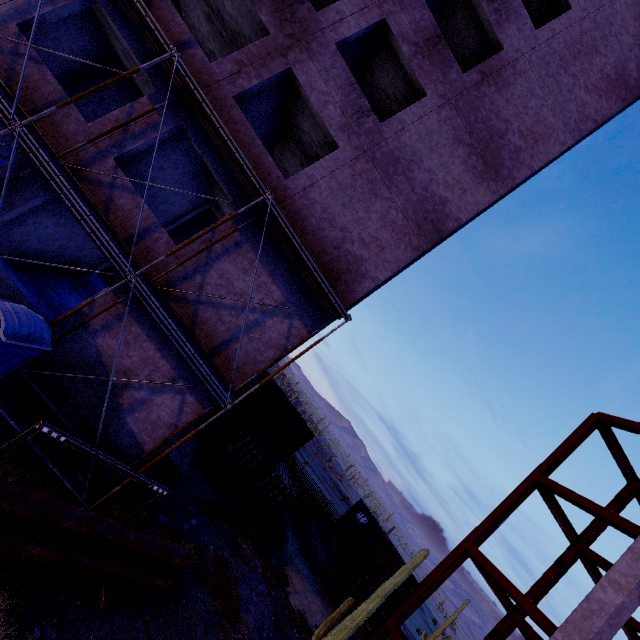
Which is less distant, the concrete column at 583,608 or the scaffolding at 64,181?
the scaffolding at 64,181

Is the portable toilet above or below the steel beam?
below

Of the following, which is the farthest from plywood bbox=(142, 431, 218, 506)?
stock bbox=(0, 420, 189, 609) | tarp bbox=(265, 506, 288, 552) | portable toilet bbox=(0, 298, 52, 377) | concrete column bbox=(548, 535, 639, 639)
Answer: concrete column bbox=(548, 535, 639, 639)

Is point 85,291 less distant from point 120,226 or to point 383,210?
point 120,226

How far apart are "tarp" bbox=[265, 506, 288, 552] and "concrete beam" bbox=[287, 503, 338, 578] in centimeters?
470cm

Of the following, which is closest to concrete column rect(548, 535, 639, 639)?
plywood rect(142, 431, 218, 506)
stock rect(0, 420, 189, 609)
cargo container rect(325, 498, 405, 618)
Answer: stock rect(0, 420, 189, 609)

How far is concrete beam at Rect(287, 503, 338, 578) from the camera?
20.5 meters

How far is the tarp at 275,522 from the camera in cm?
1703
